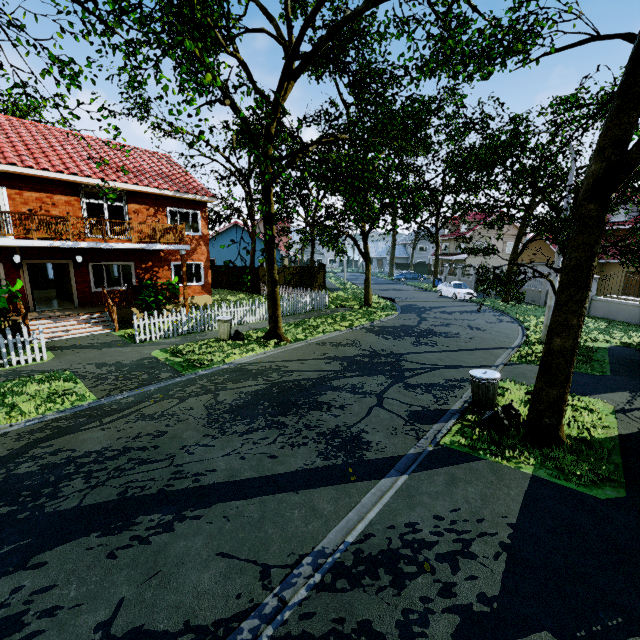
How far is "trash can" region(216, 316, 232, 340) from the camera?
13.0 meters

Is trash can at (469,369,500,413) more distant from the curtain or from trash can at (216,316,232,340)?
the curtain

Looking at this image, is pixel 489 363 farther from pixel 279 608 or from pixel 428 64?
pixel 279 608

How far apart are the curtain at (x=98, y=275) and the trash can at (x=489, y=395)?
17.06m

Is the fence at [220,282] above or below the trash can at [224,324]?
above

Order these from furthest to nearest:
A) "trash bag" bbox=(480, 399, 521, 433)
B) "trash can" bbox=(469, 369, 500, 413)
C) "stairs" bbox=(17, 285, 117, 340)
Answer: "stairs" bbox=(17, 285, 117, 340), "trash can" bbox=(469, 369, 500, 413), "trash bag" bbox=(480, 399, 521, 433)

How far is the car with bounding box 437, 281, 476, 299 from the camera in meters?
26.9 m

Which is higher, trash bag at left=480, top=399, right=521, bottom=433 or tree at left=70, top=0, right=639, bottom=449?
tree at left=70, top=0, right=639, bottom=449
